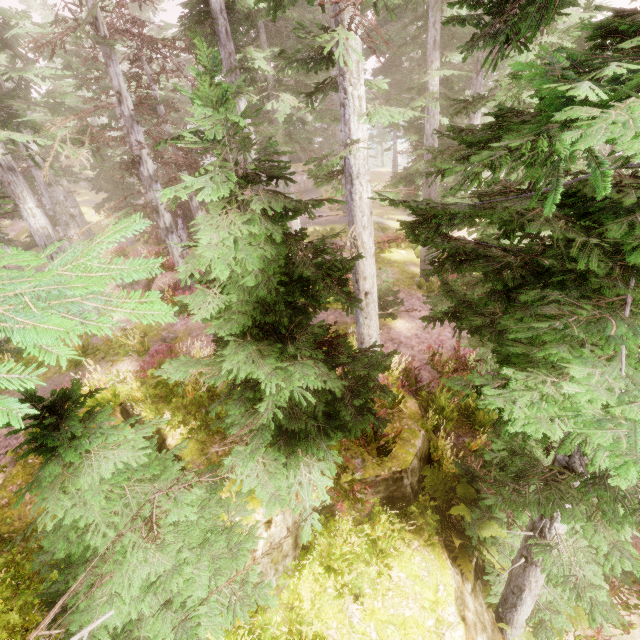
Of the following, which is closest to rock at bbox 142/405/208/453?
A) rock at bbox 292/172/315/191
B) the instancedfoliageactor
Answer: the instancedfoliageactor

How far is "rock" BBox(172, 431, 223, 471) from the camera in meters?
5.6

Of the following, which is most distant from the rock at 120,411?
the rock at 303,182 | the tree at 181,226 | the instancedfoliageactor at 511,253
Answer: the rock at 303,182

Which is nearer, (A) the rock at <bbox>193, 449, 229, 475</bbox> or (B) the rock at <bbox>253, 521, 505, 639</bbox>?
(B) the rock at <bbox>253, 521, 505, 639</bbox>

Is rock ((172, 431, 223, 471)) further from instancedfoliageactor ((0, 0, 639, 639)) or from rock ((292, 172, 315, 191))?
rock ((292, 172, 315, 191))

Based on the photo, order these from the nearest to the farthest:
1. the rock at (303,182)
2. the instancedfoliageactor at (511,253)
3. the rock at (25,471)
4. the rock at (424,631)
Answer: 1. the instancedfoliageactor at (511,253)
2. the rock at (424,631)
3. the rock at (25,471)
4. the rock at (303,182)

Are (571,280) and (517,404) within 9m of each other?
yes
